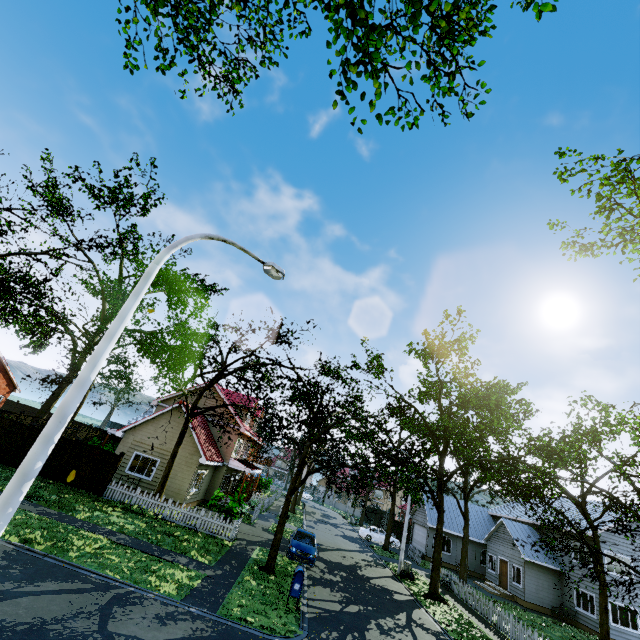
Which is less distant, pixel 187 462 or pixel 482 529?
pixel 187 462

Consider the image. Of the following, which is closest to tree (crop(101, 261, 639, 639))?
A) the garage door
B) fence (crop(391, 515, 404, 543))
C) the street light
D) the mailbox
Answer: fence (crop(391, 515, 404, 543))

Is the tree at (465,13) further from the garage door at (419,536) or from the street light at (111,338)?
the street light at (111,338)

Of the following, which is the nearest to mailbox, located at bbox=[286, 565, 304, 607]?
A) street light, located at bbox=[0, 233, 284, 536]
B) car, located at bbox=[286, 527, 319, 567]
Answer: car, located at bbox=[286, 527, 319, 567]

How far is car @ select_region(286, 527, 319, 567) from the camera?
18.2 meters

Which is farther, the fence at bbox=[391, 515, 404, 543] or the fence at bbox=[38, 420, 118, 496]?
the fence at bbox=[391, 515, 404, 543]

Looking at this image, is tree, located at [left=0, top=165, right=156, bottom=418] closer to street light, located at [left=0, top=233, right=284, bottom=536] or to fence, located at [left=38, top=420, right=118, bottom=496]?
fence, located at [left=38, top=420, right=118, bottom=496]

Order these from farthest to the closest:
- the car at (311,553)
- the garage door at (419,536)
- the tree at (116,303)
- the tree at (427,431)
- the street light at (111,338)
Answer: the garage door at (419,536) → the tree at (116,303) → the car at (311,553) → the tree at (427,431) → the street light at (111,338)
